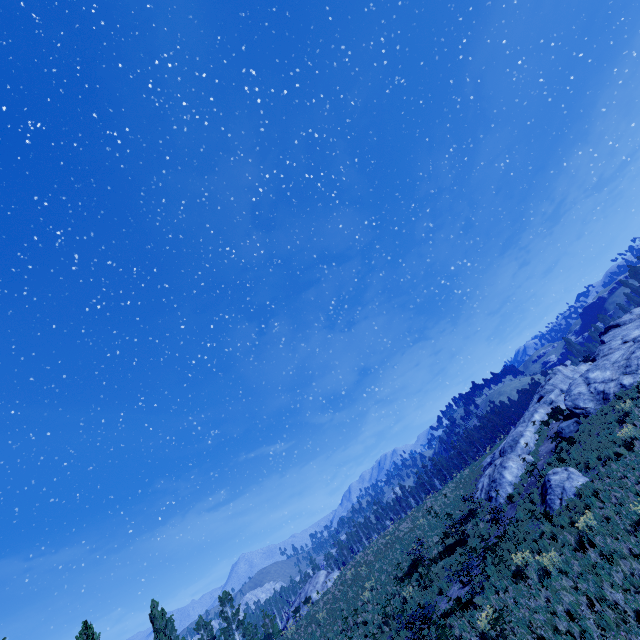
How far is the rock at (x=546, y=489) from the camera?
15.72m

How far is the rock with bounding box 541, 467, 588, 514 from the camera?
15.72m

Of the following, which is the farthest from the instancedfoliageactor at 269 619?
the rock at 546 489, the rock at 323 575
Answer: the rock at 546 489

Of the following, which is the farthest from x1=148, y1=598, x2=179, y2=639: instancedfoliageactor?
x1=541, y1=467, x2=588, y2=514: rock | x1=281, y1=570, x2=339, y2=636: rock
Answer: x1=541, y1=467, x2=588, y2=514: rock

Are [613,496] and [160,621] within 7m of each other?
no

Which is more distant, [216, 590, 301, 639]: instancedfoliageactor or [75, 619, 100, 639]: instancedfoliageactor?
[216, 590, 301, 639]: instancedfoliageactor

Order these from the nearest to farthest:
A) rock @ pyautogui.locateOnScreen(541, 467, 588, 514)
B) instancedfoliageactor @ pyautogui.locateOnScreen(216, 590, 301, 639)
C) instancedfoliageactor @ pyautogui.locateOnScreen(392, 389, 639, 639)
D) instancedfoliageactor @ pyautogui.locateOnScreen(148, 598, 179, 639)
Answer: instancedfoliageactor @ pyautogui.locateOnScreen(392, 389, 639, 639) → rock @ pyautogui.locateOnScreen(541, 467, 588, 514) → instancedfoliageactor @ pyautogui.locateOnScreen(148, 598, 179, 639) → instancedfoliageactor @ pyautogui.locateOnScreen(216, 590, 301, 639)

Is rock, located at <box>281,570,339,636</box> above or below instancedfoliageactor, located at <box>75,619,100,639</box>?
below
